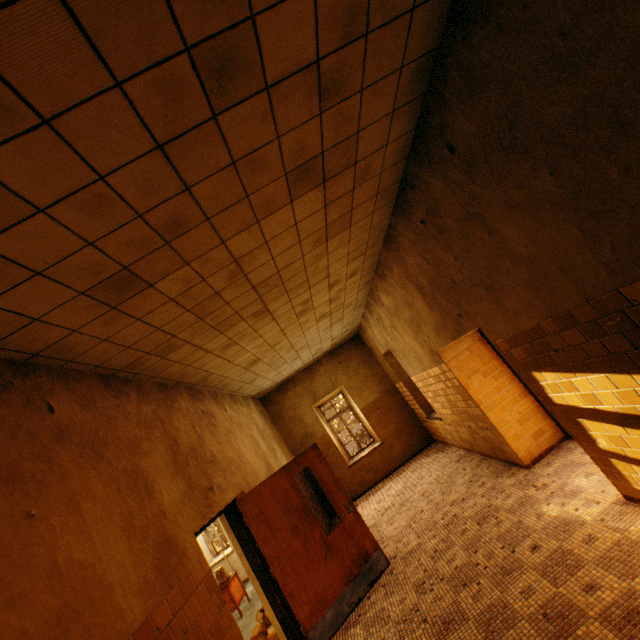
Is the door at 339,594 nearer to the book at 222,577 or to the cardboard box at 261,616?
the cardboard box at 261,616

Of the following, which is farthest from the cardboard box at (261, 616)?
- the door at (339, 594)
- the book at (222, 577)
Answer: the book at (222, 577)

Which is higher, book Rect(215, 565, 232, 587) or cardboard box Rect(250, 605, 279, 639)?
book Rect(215, 565, 232, 587)

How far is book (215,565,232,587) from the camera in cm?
700

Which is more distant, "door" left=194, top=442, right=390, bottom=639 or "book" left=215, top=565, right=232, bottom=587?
"book" left=215, top=565, right=232, bottom=587

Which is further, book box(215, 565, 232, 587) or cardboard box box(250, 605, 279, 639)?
book box(215, 565, 232, 587)

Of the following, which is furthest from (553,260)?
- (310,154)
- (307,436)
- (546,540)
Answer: (307,436)

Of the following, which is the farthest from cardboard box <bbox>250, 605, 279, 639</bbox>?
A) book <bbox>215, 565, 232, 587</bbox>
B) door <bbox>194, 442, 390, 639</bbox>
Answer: book <bbox>215, 565, 232, 587</bbox>
